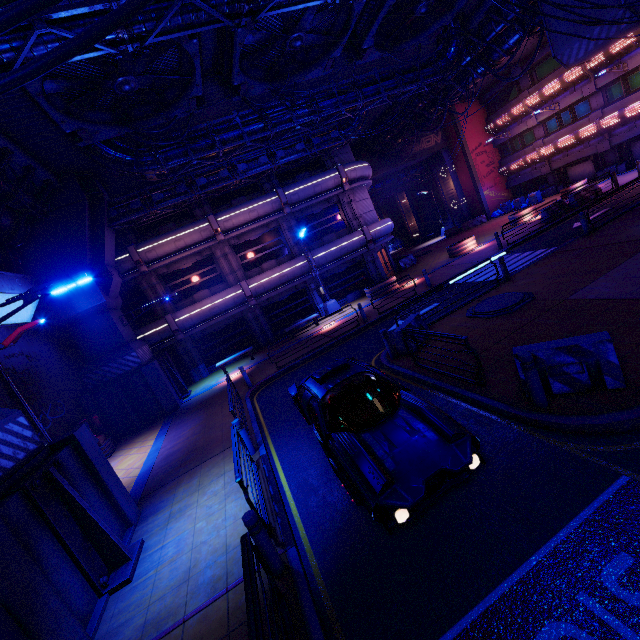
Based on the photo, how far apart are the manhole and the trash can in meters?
26.7 m

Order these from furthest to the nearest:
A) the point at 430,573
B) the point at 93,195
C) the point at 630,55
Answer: the point at 630,55 < the point at 93,195 < the point at 430,573

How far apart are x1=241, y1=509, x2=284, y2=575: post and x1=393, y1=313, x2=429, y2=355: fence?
7.0m

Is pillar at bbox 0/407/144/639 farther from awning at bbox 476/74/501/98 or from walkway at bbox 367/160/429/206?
awning at bbox 476/74/501/98

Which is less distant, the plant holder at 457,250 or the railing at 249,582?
the railing at 249,582

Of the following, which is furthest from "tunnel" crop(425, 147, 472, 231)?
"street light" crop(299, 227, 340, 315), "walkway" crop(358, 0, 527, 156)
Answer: "street light" crop(299, 227, 340, 315)

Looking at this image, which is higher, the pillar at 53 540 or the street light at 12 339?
the street light at 12 339

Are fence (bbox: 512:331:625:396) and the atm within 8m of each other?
no
